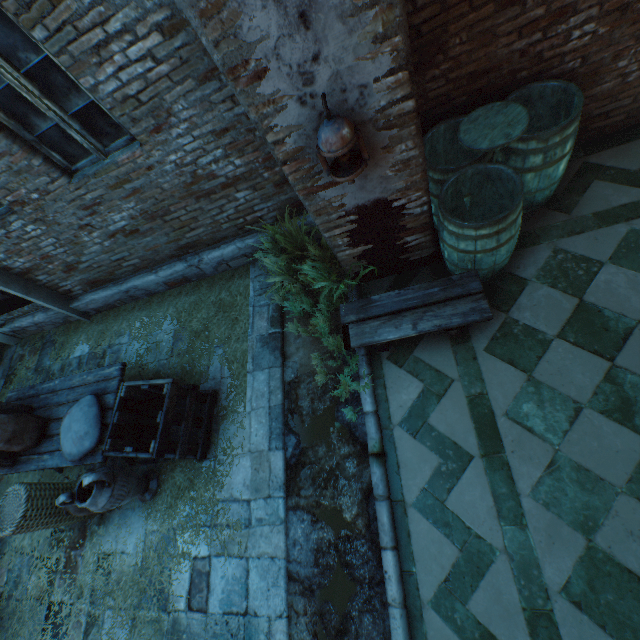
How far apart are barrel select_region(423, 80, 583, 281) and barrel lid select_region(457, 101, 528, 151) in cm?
2

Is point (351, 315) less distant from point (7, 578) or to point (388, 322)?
point (388, 322)

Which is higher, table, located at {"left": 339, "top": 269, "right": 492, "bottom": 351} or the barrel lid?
the barrel lid

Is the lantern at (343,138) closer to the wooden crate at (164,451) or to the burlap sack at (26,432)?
the wooden crate at (164,451)

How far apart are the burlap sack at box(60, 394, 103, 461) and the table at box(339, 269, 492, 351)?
2.8m

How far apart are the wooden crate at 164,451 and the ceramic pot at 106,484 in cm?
13

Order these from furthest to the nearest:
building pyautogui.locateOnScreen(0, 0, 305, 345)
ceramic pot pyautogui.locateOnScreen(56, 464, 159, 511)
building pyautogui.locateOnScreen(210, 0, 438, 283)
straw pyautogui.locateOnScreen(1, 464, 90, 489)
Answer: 1. straw pyautogui.locateOnScreen(1, 464, 90, 489)
2. ceramic pot pyautogui.locateOnScreen(56, 464, 159, 511)
3. building pyautogui.locateOnScreen(0, 0, 305, 345)
4. building pyautogui.locateOnScreen(210, 0, 438, 283)

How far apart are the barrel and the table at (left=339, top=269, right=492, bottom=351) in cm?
11
